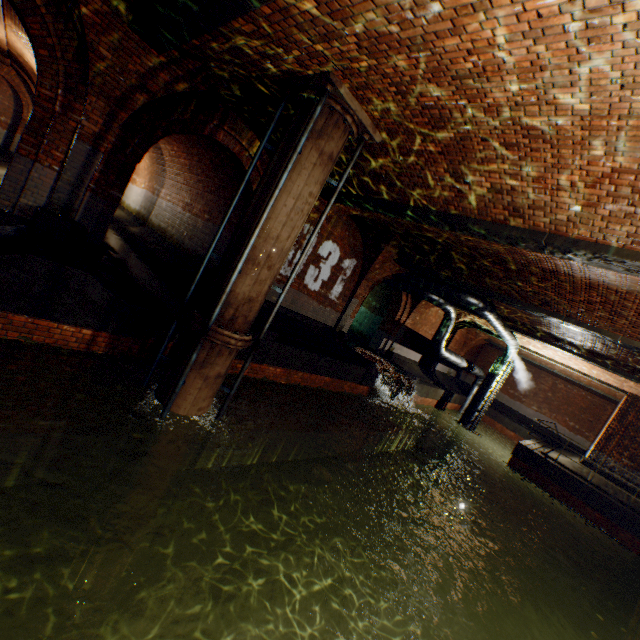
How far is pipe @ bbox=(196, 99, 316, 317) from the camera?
5.2 meters

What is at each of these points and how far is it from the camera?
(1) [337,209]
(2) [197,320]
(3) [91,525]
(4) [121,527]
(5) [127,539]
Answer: (1) support arch, 10.0m
(2) pipe end, 5.4m
(3) pipe end, 5.8m
(4) pipe, 5.8m
(5) pipe end, 5.9m

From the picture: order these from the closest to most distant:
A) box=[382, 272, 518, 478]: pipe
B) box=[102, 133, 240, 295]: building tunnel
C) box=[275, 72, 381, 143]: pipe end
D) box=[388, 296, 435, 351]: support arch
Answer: box=[275, 72, 381, 143]: pipe end
box=[102, 133, 240, 295]: building tunnel
box=[382, 272, 518, 478]: pipe
box=[388, 296, 435, 351]: support arch

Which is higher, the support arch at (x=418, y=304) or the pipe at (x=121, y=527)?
the support arch at (x=418, y=304)

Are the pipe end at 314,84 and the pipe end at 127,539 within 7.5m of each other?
no

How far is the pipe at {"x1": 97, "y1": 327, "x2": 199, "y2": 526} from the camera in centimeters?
557cm

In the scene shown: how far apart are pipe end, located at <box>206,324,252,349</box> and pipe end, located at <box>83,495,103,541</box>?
3.95m

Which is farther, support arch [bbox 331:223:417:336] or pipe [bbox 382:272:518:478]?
pipe [bbox 382:272:518:478]
